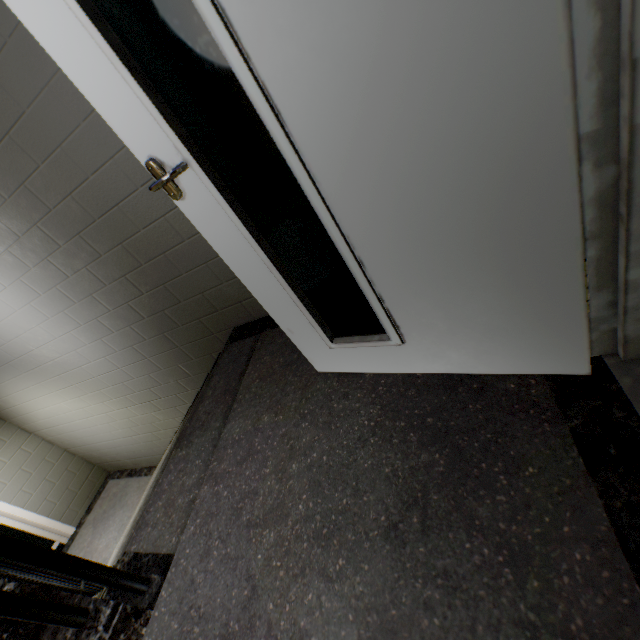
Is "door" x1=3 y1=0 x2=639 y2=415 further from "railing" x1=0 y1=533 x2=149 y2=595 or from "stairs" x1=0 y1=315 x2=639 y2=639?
"railing" x1=0 y1=533 x2=149 y2=595

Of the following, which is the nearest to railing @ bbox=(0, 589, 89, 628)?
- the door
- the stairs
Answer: the stairs

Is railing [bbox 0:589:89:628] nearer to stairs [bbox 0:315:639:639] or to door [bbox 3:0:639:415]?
stairs [bbox 0:315:639:639]

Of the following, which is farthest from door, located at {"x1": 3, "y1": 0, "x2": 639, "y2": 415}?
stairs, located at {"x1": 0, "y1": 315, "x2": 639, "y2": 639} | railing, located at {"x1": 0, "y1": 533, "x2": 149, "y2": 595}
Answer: railing, located at {"x1": 0, "y1": 533, "x2": 149, "y2": 595}

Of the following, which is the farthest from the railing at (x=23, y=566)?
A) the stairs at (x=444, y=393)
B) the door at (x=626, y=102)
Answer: the door at (x=626, y=102)

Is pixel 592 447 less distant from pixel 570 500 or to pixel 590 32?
pixel 570 500

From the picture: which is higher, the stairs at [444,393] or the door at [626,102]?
the door at [626,102]
